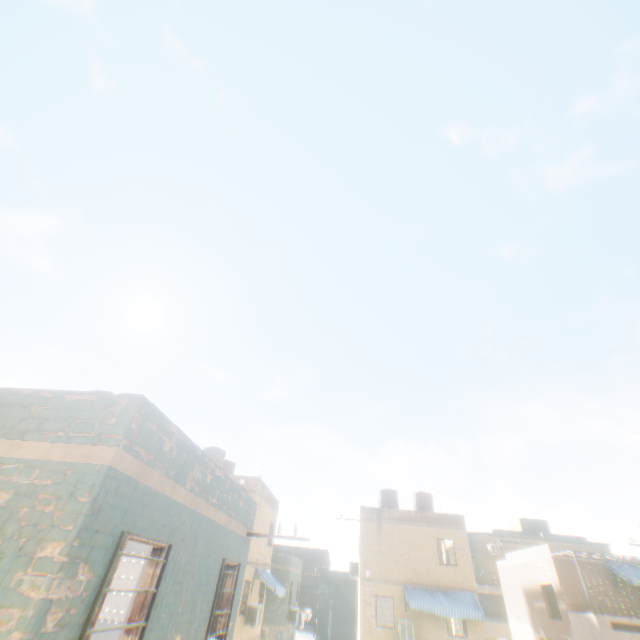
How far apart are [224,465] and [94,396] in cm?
2204
